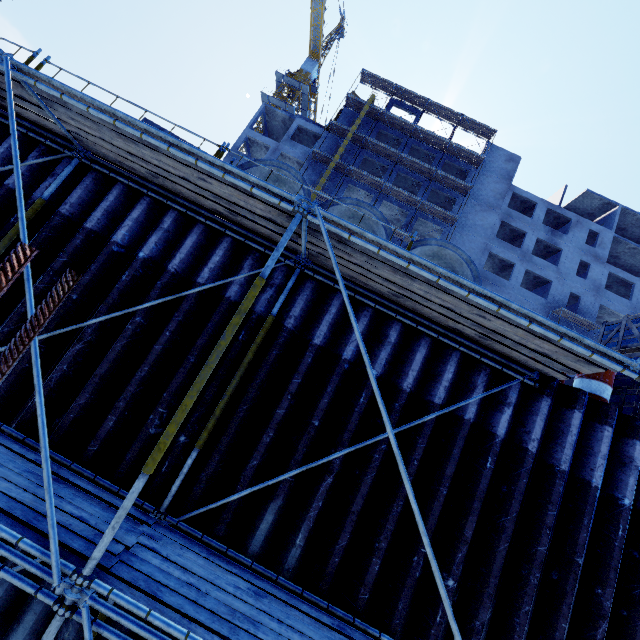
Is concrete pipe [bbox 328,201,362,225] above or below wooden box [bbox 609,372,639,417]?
above

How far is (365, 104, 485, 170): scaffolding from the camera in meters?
33.5

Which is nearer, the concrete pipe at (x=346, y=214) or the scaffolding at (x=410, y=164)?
the concrete pipe at (x=346, y=214)

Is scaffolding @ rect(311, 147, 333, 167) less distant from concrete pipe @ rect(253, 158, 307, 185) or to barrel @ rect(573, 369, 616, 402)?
concrete pipe @ rect(253, 158, 307, 185)

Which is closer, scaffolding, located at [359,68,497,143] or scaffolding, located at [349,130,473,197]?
scaffolding, located at [349,130,473,197]

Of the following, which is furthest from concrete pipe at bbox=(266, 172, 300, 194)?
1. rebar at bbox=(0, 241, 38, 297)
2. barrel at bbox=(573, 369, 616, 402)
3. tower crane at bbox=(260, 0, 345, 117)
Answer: tower crane at bbox=(260, 0, 345, 117)

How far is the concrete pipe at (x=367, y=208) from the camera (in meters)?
6.03

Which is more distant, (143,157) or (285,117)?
(285,117)
